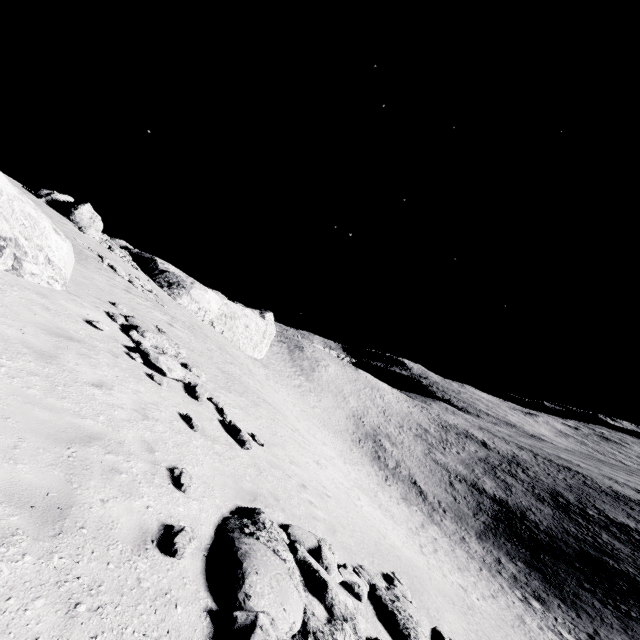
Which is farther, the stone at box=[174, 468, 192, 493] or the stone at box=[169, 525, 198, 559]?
the stone at box=[174, 468, 192, 493]

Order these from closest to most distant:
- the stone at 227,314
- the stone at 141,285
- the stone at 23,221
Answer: the stone at 23,221
the stone at 141,285
the stone at 227,314

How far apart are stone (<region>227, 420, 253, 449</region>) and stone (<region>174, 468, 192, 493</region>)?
4.2 meters

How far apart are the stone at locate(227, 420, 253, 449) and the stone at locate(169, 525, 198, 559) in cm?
567

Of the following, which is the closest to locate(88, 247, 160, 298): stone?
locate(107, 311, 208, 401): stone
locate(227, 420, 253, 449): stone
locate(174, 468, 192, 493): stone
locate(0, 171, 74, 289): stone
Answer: locate(0, 171, 74, 289): stone

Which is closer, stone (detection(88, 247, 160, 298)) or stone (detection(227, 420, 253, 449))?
stone (detection(227, 420, 253, 449))

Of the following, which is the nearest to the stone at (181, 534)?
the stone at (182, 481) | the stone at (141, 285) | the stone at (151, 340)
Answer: the stone at (182, 481)

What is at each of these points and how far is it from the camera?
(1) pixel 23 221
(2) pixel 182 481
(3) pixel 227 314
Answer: (1) stone, 10.1m
(2) stone, 6.1m
(3) stone, 43.8m
